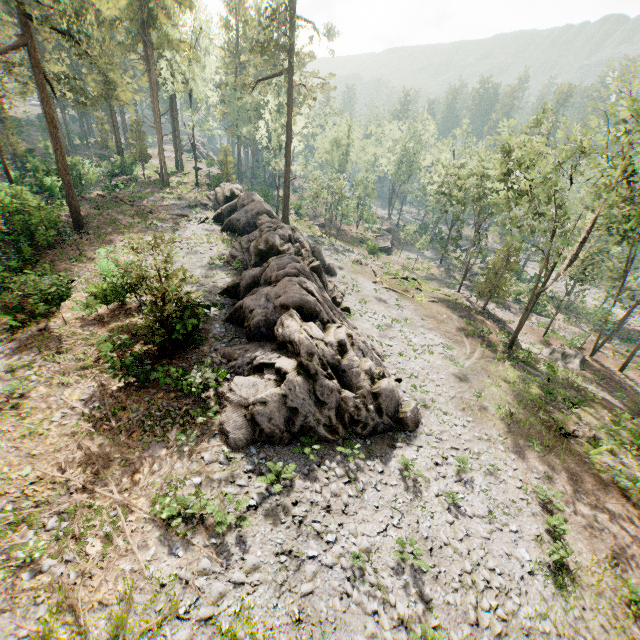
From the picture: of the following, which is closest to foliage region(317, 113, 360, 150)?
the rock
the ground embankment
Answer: the rock

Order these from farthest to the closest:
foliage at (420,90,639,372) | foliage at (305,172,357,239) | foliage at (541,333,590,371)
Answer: foliage at (305,172,357,239), foliage at (541,333,590,371), foliage at (420,90,639,372)

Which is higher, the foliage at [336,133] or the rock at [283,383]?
the foliage at [336,133]

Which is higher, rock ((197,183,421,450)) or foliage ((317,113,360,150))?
foliage ((317,113,360,150))

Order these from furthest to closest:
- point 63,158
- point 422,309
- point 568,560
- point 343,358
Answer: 1. point 422,309
2. point 63,158
3. point 343,358
4. point 568,560

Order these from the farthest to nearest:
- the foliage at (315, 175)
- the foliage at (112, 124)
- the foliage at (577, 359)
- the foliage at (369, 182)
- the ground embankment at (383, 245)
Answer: the foliage at (369, 182) < the ground embankment at (383, 245) < the foliage at (315, 175) < the foliage at (577, 359) < the foliage at (112, 124)

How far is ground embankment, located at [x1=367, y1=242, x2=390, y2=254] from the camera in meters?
47.8

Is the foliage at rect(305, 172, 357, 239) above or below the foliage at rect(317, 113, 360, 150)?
below
